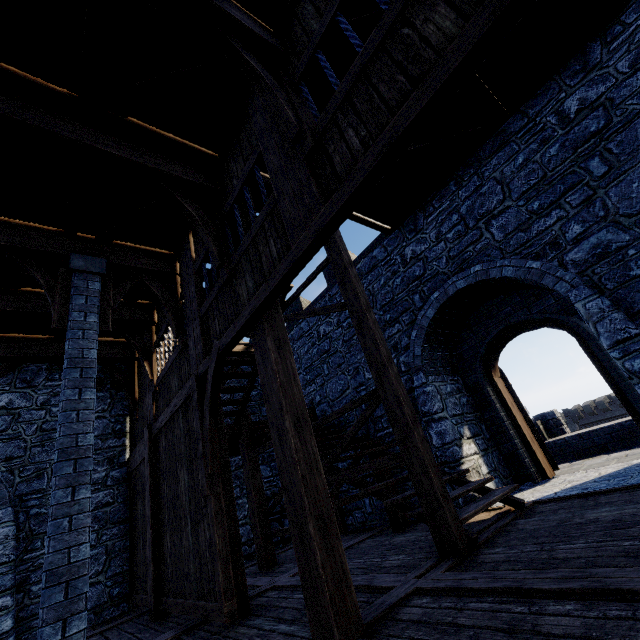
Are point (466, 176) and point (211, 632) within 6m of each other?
no

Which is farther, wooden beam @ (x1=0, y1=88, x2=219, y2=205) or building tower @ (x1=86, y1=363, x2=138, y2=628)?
building tower @ (x1=86, y1=363, x2=138, y2=628)

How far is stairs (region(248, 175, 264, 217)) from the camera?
4.9 meters

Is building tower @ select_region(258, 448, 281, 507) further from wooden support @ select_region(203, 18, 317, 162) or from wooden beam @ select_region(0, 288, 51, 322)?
wooden support @ select_region(203, 18, 317, 162)

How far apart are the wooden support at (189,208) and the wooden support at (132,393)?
5.58m

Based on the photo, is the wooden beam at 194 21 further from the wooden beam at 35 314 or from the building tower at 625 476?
the wooden beam at 35 314

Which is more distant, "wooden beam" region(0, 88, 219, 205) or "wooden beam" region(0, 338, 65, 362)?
"wooden beam" region(0, 338, 65, 362)
